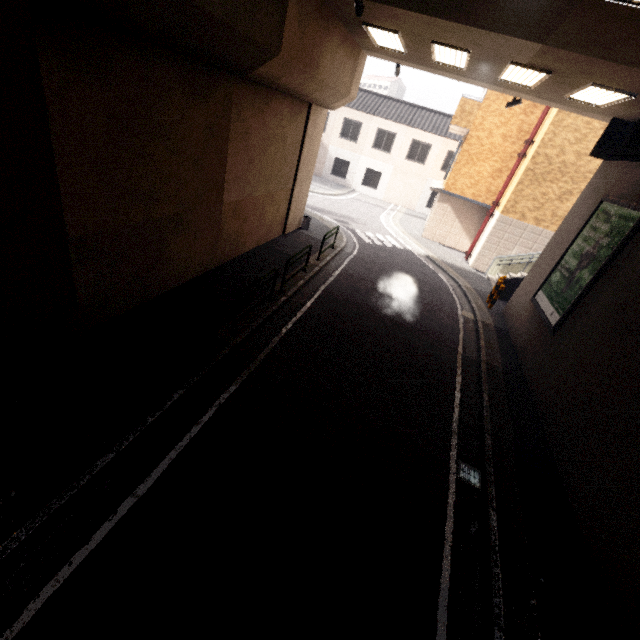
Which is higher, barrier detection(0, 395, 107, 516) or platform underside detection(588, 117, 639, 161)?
platform underside detection(588, 117, 639, 161)

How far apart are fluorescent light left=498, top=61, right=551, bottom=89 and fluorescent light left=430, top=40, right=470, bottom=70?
0.9m

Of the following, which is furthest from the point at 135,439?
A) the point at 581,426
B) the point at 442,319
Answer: the point at 442,319

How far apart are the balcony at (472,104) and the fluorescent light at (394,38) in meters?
8.5 m

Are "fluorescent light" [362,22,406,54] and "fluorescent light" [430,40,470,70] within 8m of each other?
yes

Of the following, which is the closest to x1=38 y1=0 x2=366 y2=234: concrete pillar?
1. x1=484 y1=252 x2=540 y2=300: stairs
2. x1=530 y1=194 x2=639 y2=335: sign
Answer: x1=530 y1=194 x2=639 y2=335: sign

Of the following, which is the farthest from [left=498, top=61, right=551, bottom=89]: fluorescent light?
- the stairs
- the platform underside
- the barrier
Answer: the barrier

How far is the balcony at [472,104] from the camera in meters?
16.2
